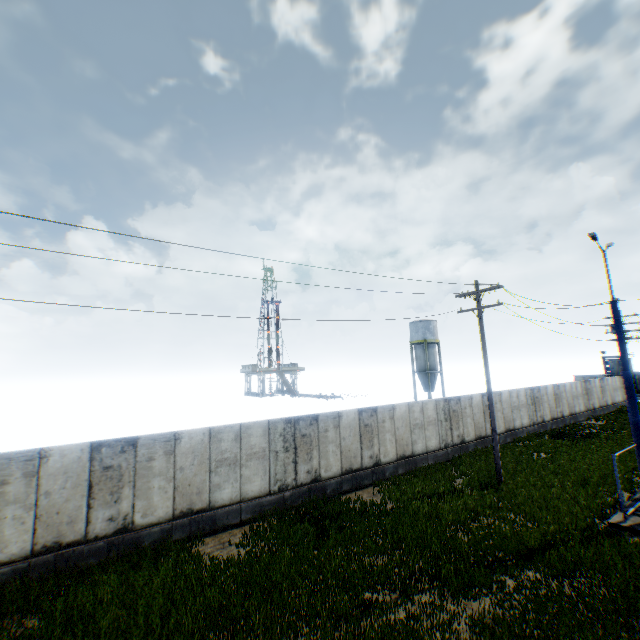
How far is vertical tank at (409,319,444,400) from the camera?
47.1m

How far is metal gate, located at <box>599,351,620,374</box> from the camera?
45.53m

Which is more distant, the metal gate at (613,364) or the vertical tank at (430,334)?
the vertical tank at (430,334)

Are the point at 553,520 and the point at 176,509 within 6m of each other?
no

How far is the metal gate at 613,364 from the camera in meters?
45.5

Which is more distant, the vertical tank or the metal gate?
the vertical tank
